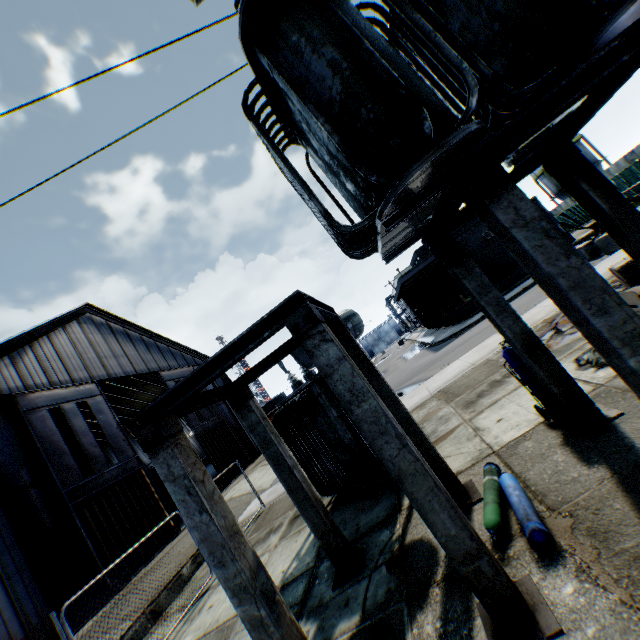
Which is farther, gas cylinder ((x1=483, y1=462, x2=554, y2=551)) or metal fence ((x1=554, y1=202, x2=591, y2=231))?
metal fence ((x1=554, y1=202, x2=591, y2=231))

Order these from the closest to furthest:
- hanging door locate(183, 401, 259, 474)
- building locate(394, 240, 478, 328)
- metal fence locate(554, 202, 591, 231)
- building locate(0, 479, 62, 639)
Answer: building locate(0, 479, 62, 639)
hanging door locate(183, 401, 259, 474)
building locate(394, 240, 478, 328)
metal fence locate(554, 202, 591, 231)

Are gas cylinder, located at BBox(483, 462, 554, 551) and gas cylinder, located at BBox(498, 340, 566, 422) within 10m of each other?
yes

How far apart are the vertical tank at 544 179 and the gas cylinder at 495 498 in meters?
62.5 m

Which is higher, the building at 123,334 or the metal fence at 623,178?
the building at 123,334

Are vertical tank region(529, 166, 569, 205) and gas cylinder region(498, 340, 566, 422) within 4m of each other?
no

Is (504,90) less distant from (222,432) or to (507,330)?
(507,330)

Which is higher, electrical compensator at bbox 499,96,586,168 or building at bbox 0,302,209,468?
building at bbox 0,302,209,468
